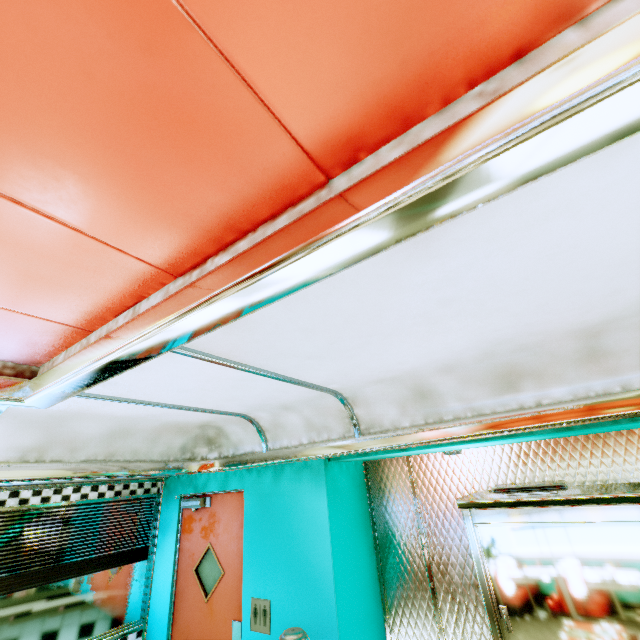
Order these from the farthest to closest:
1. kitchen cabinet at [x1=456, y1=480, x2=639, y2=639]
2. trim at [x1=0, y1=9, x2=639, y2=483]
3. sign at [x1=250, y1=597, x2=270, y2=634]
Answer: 1. sign at [x1=250, y1=597, x2=270, y2=634]
2. kitchen cabinet at [x1=456, y1=480, x2=639, y2=639]
3. trim at [x1=0, y1=9, x2=639, y2=483]

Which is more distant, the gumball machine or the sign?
the sign

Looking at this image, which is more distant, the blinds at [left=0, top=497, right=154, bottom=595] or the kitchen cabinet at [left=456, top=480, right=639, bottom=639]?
the blinds at [left=0, top=497, right=154, bottom=595]

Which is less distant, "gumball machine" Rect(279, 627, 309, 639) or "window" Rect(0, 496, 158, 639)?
"gumball machine" Rect(279, 627, 309, 639)

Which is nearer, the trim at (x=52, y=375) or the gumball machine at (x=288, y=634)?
the trim at (x=52, y=375)

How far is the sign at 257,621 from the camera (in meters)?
2.63

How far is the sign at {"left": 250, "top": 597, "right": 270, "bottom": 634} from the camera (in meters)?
2.63

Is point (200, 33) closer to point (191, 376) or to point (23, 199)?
point (23, 199)
